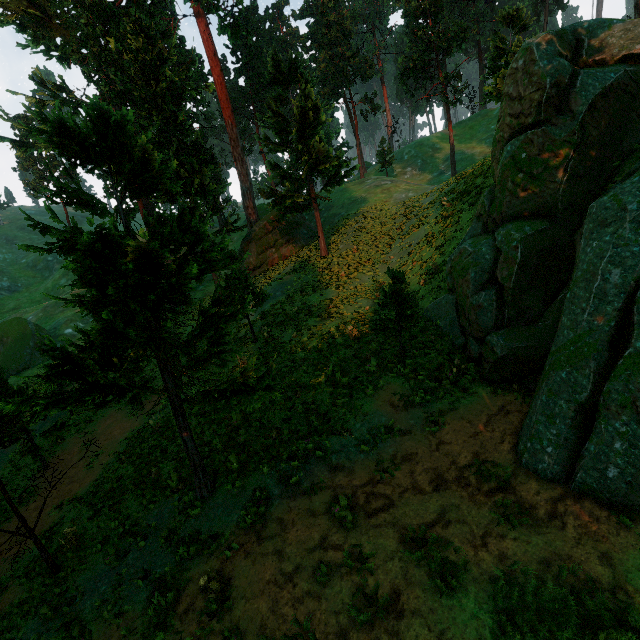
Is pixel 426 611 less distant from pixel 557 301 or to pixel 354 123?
pixel 557 301

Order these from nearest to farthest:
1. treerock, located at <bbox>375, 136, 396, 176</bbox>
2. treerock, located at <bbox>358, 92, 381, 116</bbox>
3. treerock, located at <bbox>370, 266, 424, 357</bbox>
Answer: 1. treerock, located at <bbox>370, 266, 424, 357</bbox>
2. treerock, located at <bbox>358, 92, 381, 116</bbox>
3. treerock, located at <bbox>375, 136, 396, 176</bbox>

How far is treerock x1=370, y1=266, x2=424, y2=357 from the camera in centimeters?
1199cm

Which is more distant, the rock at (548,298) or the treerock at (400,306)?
the treerock at (400,306)

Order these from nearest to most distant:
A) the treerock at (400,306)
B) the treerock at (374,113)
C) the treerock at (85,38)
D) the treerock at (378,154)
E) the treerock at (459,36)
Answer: the treerock at (85,38), the treerock at (400,306), the treerock at (459,36), the treerock at (374,113), the treerock at (378,154)

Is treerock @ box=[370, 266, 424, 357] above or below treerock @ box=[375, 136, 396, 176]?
below
